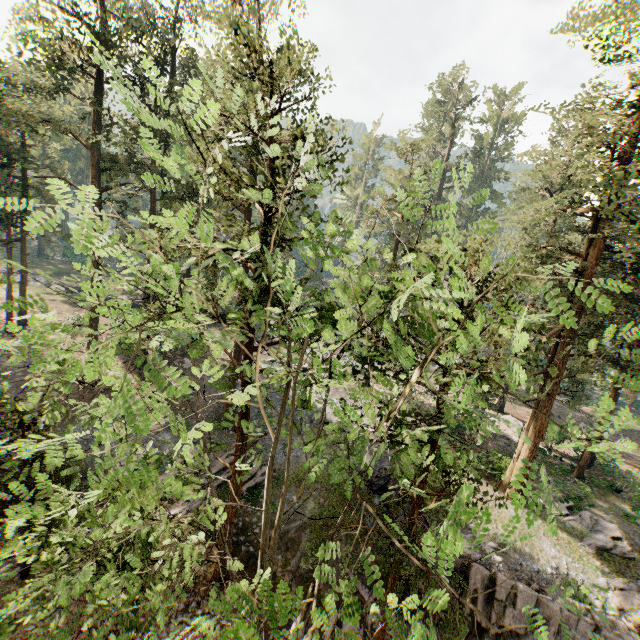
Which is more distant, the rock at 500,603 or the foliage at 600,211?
the rock at 500,603

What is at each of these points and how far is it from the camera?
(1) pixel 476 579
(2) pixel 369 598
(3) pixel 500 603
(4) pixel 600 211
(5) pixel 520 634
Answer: (1) rock, 15.8 meters
(2) ground embankment, 16.7 meters
(3) rock, 15.1 meters
(4) foliage, 13.5 meters
(5) rock, 14.8 meters

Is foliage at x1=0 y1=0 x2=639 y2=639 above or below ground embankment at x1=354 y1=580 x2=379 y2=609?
above

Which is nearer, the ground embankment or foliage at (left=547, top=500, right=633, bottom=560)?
the ground embankment

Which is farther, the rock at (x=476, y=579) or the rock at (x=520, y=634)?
the rock at (x=476, y=579)

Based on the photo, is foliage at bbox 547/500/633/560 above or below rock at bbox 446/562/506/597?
above

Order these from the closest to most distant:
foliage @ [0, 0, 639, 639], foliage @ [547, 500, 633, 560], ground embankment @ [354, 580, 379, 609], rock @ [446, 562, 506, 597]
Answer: foliage @ [0, 0, 639, 639] → rock @ [446, 562, 506, 597] → ground embankment @ [354, 580, 379, 609] → foliage @ [547, 500, 633, 560]

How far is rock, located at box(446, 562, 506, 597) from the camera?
15.5m
